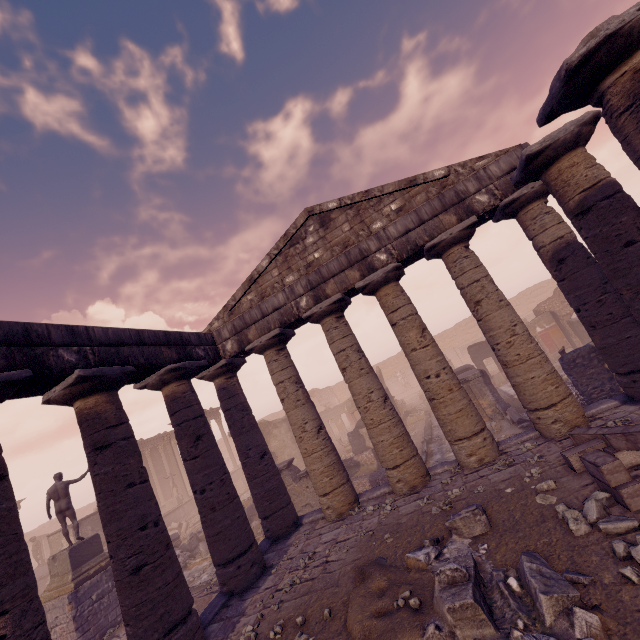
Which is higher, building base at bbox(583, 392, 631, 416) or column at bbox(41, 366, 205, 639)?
column at bbox(41, 366, 205, 639)

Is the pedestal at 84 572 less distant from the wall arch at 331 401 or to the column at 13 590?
the column at 13 590

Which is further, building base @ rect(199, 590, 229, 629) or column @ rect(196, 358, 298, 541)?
column @ rect(196, 358, 298, 541)

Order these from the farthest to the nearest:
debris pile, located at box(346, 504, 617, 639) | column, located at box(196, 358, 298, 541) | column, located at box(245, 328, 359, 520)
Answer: column, located at box(196, 358, 298, 541) < column, located at box(245, 328, 359, 520) < debris pile, located at box(346, 504, 617, 639)

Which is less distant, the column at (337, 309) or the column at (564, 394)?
the column at (564, 394)

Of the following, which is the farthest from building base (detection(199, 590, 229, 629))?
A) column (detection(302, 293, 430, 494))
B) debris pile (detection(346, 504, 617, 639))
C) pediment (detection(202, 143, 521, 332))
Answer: pediment (detection(202, 143, 521, 332))

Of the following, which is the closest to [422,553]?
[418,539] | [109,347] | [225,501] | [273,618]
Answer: [418,539]

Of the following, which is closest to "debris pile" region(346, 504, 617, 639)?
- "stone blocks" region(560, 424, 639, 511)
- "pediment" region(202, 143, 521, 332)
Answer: "stone blocks" region(560, 424, 639, 511)
